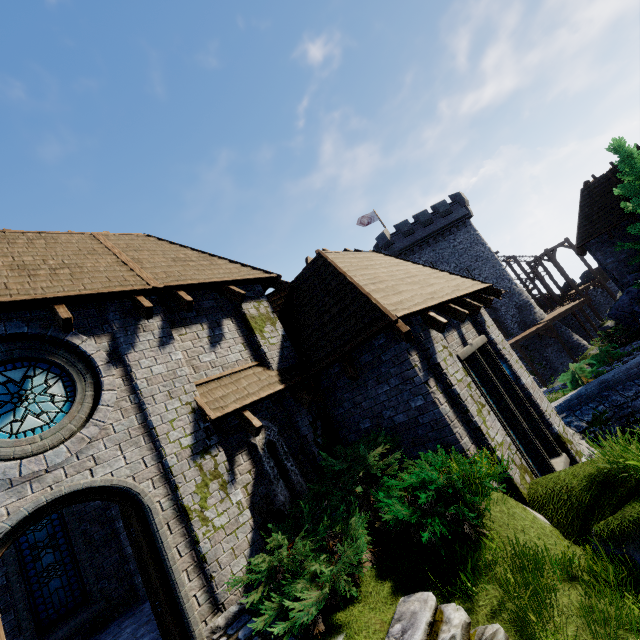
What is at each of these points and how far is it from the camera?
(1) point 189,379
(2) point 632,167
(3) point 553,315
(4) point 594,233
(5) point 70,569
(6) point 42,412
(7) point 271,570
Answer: (1) building, 6.5m
(2) tree, 16.6m
(3) walkway, 32.4m
(4) building, 19.8m
(5) window glass, 8.4m
(6) window glass, 5.2m
(7) bush, 4.6m

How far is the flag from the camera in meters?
38.9 m

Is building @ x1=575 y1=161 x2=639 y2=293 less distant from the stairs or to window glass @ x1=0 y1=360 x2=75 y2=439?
the stairs

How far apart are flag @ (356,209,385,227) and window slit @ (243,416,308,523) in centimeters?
3471cm

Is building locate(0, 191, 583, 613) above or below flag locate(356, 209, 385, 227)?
below

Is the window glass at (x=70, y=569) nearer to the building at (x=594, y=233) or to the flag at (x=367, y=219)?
the building at (x=594, y=233)

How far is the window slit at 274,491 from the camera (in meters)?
6.50

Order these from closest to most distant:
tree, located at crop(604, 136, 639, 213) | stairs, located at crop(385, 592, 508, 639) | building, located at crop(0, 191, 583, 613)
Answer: stairs, located at crop(385, 592, 508, 639) < building, located at crop(0, 191, 583, 613) < tree, located at crop(604, 136, 639, 213)
